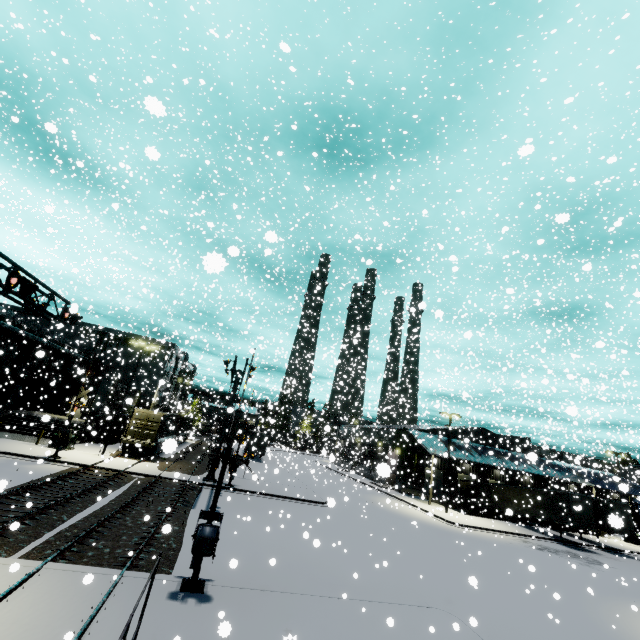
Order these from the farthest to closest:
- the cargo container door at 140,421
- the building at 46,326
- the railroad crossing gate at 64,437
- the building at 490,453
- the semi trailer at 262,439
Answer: the semi trailer at 262,439 < the building at 490,453 < the building at 46,326 < the cargo container door at 140,421 < the railroad crossing gate at 64,437

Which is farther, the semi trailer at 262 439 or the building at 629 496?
the semi trailer at 262 439

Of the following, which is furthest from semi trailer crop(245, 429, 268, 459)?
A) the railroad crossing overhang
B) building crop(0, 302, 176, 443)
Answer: the railroad crossing overhang

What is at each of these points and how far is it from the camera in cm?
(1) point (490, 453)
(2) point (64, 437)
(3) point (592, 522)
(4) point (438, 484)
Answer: (1) building, 1198
(2) railroad crossing gate, 2305
(3) semi trailer, 2922
(4) roll-up door, 4294

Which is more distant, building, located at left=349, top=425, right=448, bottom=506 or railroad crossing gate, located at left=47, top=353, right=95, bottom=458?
building, located at left=349, top=425, right=448, bottom=506

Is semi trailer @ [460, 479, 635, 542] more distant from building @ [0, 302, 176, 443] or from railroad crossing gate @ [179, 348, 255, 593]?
railroad crossing gate @ [179, 348, 255, 593]

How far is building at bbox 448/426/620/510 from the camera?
33.6 meters

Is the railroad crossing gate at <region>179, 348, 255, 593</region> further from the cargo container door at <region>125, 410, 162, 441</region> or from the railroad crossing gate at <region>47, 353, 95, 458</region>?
the cargo container door at <region>125, 410, 162, 441</region>
